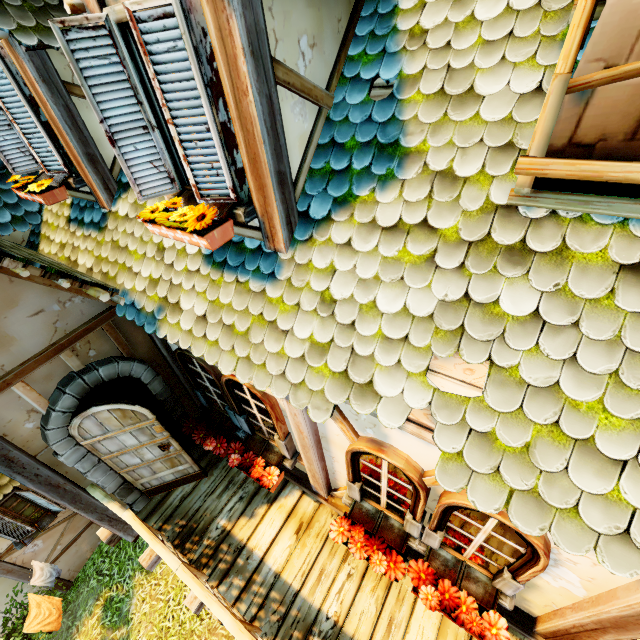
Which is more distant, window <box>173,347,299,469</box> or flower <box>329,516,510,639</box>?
window <box>173,347,299,469</box>

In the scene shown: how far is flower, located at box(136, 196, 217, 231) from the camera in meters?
2.3

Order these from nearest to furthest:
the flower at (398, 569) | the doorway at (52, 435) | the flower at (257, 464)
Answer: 1. the flower at (398, 569)
2. the doorway at (52, 435)
3. the flower at (257, 464)

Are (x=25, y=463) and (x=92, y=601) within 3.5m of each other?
no

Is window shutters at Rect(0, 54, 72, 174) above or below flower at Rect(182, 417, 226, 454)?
above

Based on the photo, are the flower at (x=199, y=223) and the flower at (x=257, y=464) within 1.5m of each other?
no

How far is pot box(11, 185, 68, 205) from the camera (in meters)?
Result: 3.68

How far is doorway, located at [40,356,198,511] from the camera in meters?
3.5
